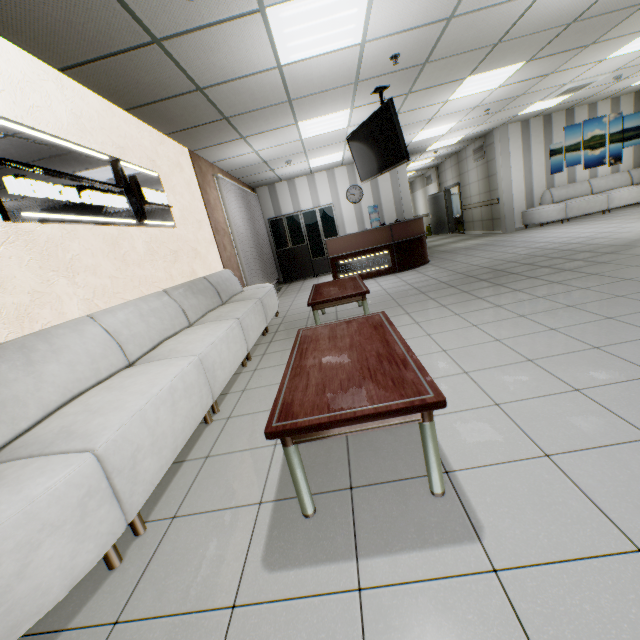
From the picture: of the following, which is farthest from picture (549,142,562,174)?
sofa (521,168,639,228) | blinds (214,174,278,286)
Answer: blinds (214,174,278,286)

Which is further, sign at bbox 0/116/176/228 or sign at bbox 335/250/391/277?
sign at bbox 335/250/391/277

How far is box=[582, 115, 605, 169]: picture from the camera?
9.9 meters

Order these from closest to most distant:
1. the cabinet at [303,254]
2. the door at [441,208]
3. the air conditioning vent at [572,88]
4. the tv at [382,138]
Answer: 1. the tv at [382,138]
2. the air conditioning vent at [572,88]
3. the cabinet at [303,254]
4. the door at [441,208]

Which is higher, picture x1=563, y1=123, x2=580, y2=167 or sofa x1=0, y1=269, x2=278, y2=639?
picture x1=563, y1=123, x2=580, y2=167

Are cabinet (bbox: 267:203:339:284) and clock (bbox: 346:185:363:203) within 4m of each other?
yes

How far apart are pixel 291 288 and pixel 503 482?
8.6m

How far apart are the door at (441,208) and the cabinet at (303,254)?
6.5 meters
